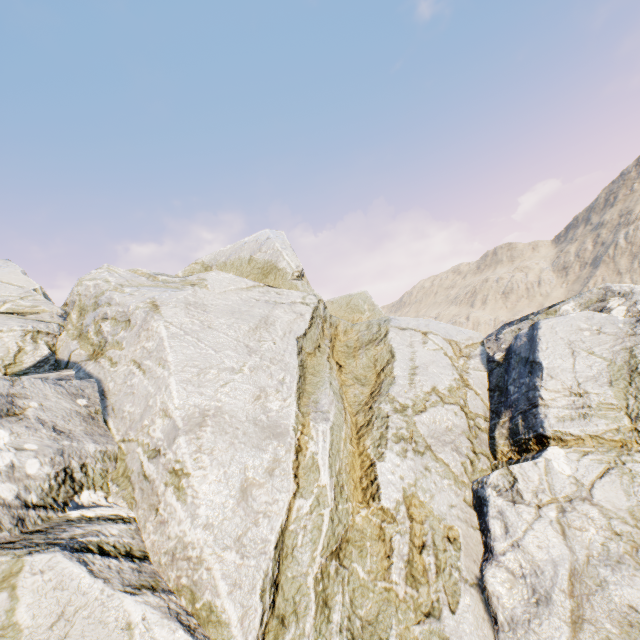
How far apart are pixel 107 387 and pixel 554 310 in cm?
1106
